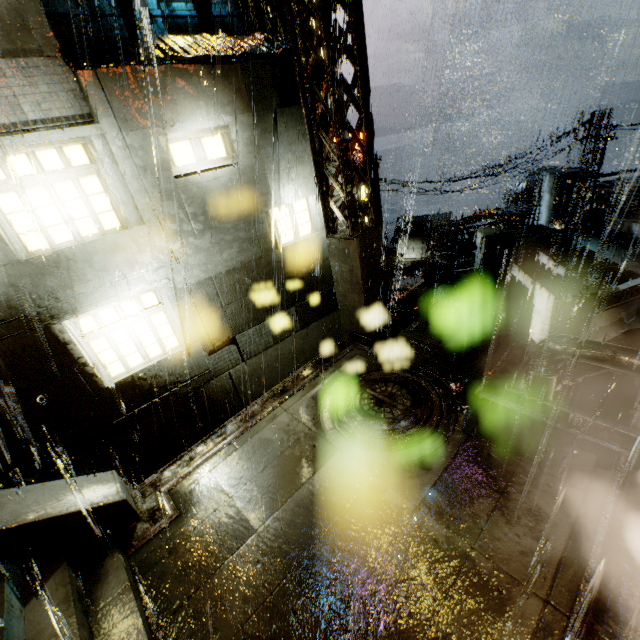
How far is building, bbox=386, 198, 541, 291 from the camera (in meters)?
13.88

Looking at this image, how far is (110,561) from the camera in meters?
5.0 m

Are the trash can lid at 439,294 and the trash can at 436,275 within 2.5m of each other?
yes

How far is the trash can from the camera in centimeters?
1023cm

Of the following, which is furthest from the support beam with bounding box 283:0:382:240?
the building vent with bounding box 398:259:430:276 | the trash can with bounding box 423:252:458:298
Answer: the building vent with bounding box 398:259:430:276

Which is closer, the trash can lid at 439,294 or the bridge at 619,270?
the bridge at 619,270

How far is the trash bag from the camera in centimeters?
1039cm

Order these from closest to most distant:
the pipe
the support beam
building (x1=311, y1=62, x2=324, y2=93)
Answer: the pipe → the support beam → building (x1=311, y1=62, x2=324, y2=93)
